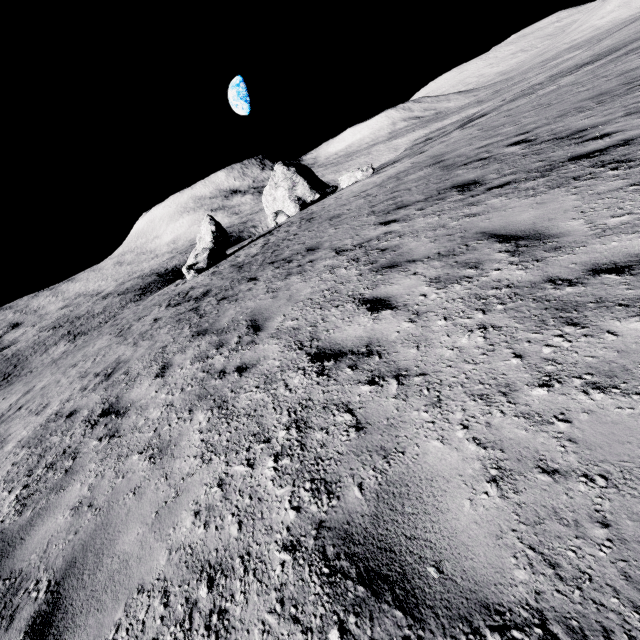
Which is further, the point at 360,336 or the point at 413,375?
the point at 360,336

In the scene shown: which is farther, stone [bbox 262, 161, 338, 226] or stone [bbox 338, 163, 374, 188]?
stone [bbox 262, 161, 338, 226]

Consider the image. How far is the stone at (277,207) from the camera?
34.0 meters

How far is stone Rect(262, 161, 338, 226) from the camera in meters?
34.0 m

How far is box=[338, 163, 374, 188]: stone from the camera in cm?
2680

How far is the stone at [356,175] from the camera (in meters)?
26.80
